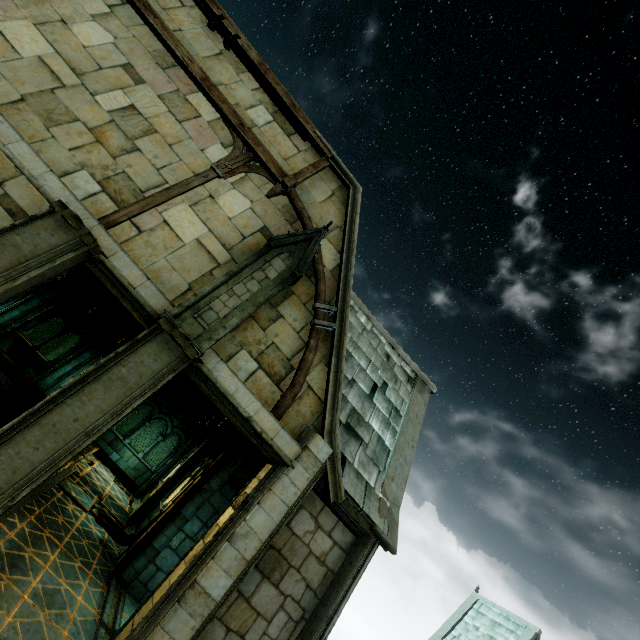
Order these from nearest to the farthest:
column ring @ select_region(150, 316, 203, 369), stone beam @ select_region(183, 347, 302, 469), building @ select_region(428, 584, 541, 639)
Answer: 1. column ring @ select_region(150, 316, 203, 369)
2. stone beam @ select_region(183, 347, 302, 469)
3. building @ select_region(428, 584, 541, 639)

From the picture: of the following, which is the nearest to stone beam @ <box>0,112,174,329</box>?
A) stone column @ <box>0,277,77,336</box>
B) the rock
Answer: stone column @ <box>0,277,77,336</box>

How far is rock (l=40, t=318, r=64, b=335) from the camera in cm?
4822

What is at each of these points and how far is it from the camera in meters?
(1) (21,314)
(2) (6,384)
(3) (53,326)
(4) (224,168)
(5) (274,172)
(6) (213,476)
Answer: (1) stone column, 14.8 m
(2) wall trim, 10.4 m
(3) rock, 48.8 m
(4) stone column, 7.3 m
(5) wooden beam, 7.7 m
(6) stone column, 9.0 m

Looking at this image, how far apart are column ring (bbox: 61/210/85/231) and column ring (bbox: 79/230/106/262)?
0.06m

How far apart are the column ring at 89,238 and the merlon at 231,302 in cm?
136

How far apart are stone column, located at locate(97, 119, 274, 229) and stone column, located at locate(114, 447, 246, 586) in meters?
6.6

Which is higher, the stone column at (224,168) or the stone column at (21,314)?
the stone column at (224,168)
